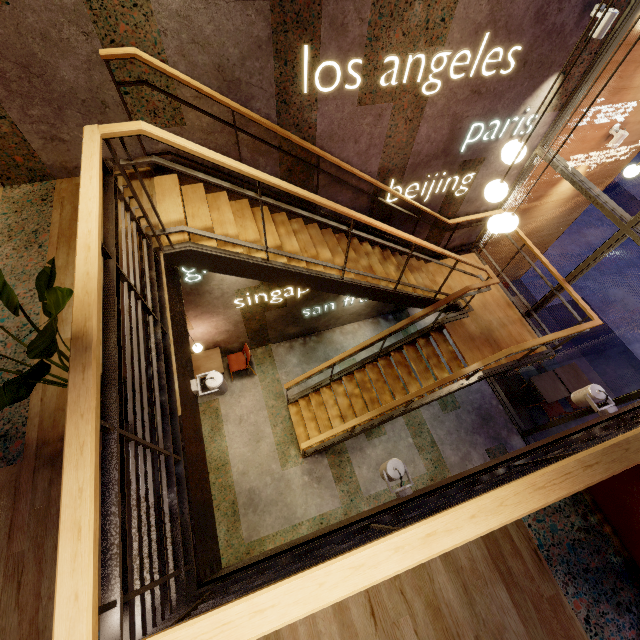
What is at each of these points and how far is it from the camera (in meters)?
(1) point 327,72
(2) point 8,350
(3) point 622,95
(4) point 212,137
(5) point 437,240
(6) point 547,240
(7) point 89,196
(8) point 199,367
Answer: (1) building, 3.49
(2) building, 2.47
(3) building, 5.12
(4) building, 3.67
(5) building, 6.85
(6) building, 8.49
(7) railing, 1.77
(8) table, 7.14

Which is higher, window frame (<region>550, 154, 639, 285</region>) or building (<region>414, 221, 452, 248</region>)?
window frame (<region>550, 154, 639, 285</region>)

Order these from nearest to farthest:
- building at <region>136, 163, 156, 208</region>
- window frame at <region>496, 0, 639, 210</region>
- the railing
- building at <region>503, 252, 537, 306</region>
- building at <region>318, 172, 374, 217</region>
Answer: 1. the railing
2. building at <region>136, 163, 156, 208</region>
3. window frame at <region>496, 0, 639, 210</region>
4. building at <region>318, 172, 374, 217</region>
5. building at <region>503, 252, 537, 306</region>

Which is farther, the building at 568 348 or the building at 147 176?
the building at 568 348

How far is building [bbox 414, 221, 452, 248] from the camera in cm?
631

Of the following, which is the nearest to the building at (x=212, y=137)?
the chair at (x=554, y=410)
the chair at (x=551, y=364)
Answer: the chair at (x=554, y=410)
